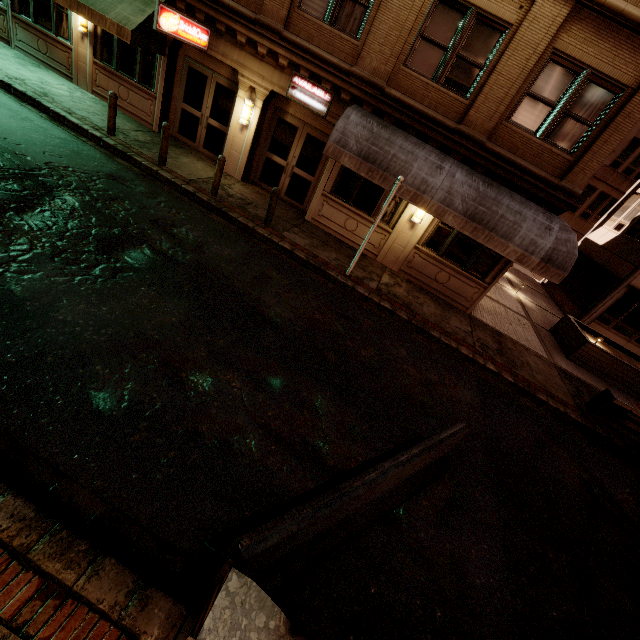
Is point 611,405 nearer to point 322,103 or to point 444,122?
point 444,122

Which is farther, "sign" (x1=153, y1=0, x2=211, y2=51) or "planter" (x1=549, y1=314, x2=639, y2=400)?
"planter" (x1=549, y1=314, x2=639, y2=400)

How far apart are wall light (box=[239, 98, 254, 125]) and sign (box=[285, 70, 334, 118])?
1.21m

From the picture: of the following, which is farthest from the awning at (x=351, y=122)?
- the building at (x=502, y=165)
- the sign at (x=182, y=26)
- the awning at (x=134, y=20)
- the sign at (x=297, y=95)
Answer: the awning at (x=134, y=20)

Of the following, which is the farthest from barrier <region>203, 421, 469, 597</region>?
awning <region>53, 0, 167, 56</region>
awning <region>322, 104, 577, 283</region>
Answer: awning <region>53, 0, 167, 56</region>

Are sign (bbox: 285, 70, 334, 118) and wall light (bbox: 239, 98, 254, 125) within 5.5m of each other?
yes

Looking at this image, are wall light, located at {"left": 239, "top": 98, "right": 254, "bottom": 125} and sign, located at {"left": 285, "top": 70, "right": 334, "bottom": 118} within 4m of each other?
yes

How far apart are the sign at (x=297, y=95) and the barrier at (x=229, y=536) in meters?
10.0 m
